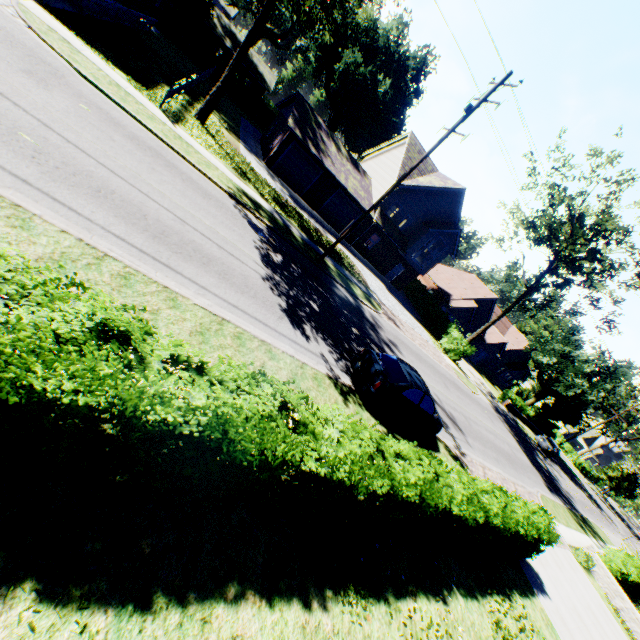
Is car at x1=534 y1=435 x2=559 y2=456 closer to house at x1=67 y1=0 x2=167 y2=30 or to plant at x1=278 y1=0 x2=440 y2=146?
house at x1=67 y1=0 x2=167 y2=30

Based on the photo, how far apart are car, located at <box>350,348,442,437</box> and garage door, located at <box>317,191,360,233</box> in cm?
2083

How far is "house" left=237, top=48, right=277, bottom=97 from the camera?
46.5 meters

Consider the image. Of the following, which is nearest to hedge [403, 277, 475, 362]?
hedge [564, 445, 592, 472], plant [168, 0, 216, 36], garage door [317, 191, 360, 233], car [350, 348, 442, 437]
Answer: plant [168, 0, 216, 36]

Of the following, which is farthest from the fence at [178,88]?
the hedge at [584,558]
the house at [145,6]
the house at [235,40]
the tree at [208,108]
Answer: the hedge at [584,558]

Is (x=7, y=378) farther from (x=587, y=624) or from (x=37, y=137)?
(x=587, y=624)

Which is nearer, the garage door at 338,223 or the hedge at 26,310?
the hedge at 26,310

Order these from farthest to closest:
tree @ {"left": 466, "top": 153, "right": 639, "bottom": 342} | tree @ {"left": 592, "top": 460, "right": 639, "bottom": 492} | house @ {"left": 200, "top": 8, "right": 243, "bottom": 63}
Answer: tree @ {"left": 592, "top": 460, "right": 639, "bottom": 492}
house @ {"left": 200, "top": 8, "right": 243, "bottom": 63}
tree @ {"left": 466, "top": 153, "right": 639, "bottom": 342}
